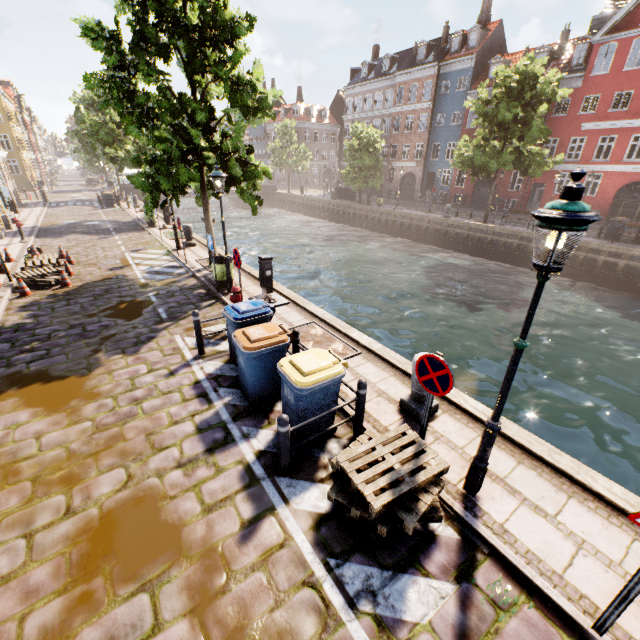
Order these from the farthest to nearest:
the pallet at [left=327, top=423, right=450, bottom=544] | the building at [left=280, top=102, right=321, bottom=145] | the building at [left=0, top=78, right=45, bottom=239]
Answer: the building at [left=280, top=102, right=321, bottom=145] → the building at [left=0, top=78, right=45, bottom=239] → the pallet at [left=327, top=423, right=450, bottom=544]

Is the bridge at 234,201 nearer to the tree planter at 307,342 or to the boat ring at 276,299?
the boat ring at 276,299

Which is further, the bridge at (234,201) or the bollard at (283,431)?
the bridge at (234,201)

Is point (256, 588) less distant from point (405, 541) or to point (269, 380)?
point (405, 541)

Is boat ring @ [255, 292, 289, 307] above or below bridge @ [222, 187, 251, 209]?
above

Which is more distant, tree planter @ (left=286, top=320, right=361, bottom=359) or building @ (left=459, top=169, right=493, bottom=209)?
building @ (left=459, top=169, right=493, bottom=209)

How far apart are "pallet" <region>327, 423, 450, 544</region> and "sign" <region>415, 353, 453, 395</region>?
0.8 meters

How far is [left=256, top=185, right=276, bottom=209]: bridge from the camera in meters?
48.9 m
